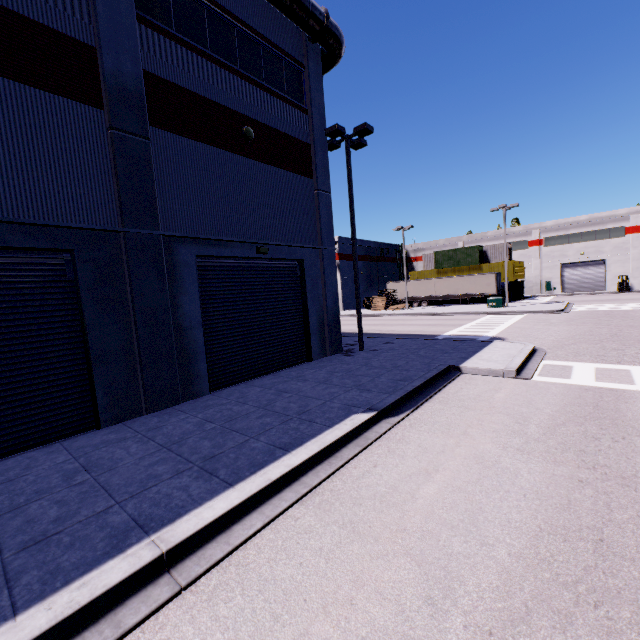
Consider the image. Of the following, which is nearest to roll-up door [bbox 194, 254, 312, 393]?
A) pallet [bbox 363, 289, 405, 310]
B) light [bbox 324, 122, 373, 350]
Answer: light [bbox 324, 122, 373, 350]

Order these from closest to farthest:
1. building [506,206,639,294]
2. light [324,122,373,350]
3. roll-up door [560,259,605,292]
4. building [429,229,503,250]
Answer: light [324,122,373,350]
building [506,206,639,294]
roll-up door [560,259,605,292]
building [429,229,503,250]

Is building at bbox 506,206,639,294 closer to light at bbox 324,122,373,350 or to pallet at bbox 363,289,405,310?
Result: light at bbox 324,122,373,350

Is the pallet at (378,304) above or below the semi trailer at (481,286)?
below

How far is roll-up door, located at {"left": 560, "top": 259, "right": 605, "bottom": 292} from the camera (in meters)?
45.38

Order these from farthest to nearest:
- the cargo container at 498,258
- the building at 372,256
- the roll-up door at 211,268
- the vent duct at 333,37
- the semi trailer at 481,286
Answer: the building at 372,256 → the cargo container at 498,258 → the semi trailer at 481,286 → the vent duct at 333,37 → the roll-up door at 211,268

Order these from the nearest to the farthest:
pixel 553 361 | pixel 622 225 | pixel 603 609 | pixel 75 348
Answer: pixel 603 609, pixel 75 348, pixel 553 361, pixel 622 225

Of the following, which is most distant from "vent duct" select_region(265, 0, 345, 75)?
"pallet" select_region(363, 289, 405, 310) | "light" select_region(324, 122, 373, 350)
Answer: "pallet" select_region(363, 289, 405, 310)
